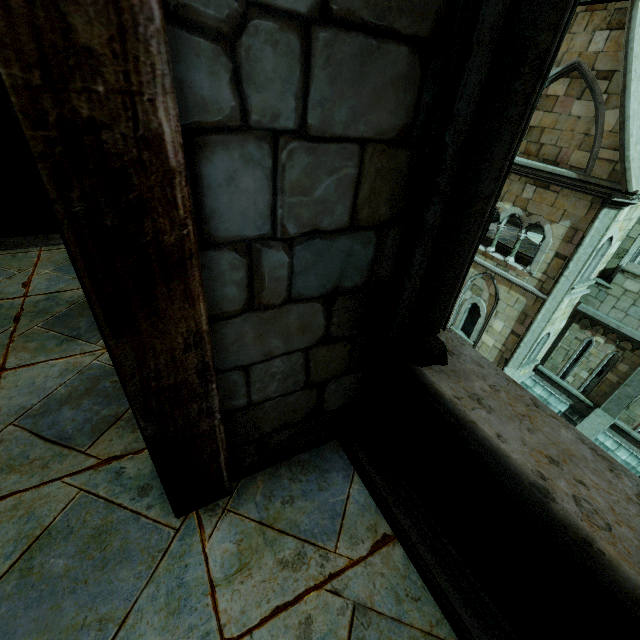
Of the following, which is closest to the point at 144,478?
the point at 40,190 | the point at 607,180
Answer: the point at 40,190
